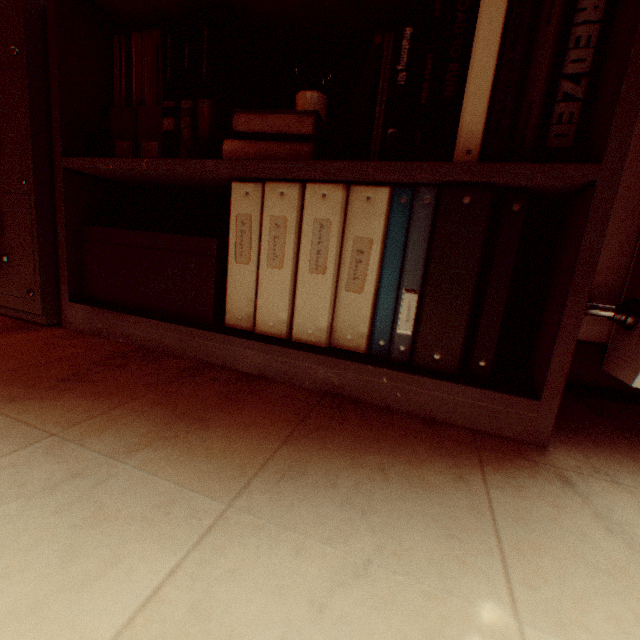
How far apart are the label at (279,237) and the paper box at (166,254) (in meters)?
0.16

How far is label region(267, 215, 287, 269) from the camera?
0.83m

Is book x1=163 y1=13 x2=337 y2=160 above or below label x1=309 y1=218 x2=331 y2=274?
above

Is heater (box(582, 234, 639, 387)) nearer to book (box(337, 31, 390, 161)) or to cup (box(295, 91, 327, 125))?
book (box(337, 31, 390, 161))

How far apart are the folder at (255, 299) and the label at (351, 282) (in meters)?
0.03

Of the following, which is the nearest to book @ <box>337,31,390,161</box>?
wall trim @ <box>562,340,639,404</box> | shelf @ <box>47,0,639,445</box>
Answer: shelf @ <box>47,0,639,445</box>

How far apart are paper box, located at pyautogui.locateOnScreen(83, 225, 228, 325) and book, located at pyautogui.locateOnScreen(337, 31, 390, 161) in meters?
0.2 m

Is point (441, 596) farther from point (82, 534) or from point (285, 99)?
point (285, 99)
